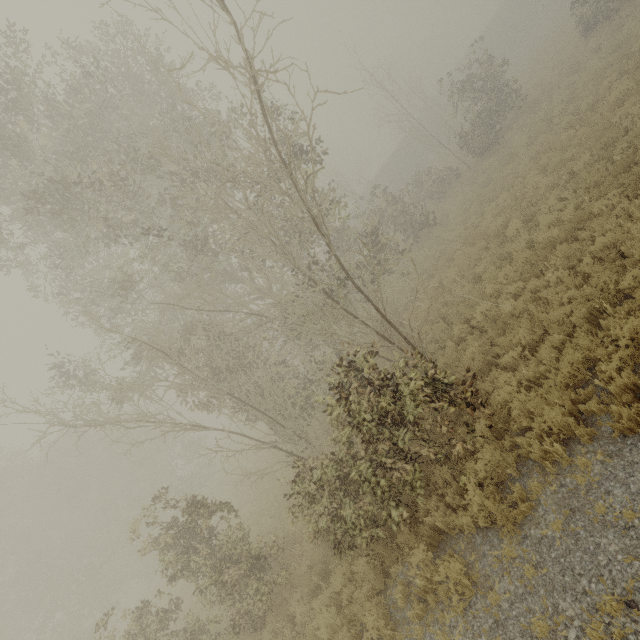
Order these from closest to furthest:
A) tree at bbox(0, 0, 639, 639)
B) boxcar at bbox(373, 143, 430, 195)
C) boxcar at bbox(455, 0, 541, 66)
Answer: tree at bbox(0, 0, 639, 639), boxcar at bbox(373, 143, 430, 195), boxcar at bbox(455, 0, 541, 66)

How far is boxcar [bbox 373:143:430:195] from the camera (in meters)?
39.84

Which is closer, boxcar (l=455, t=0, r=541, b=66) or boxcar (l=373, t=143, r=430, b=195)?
boxcar (l=373, t=143, r=430, b=195)

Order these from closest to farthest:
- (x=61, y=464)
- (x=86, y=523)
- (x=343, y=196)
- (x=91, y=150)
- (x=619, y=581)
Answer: (x=619, y=581) → (x=91, y=150) → (x=343, y=196) → (x=61, y=464) → (x=86, y=523)

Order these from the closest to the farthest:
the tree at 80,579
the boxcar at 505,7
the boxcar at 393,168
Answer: the tree at 80,579 < the boxcar at 393,168 < the boxcar at 505,7

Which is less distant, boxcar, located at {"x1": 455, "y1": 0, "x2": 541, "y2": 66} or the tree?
the tree

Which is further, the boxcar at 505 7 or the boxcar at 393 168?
the boxcar at 505 7
